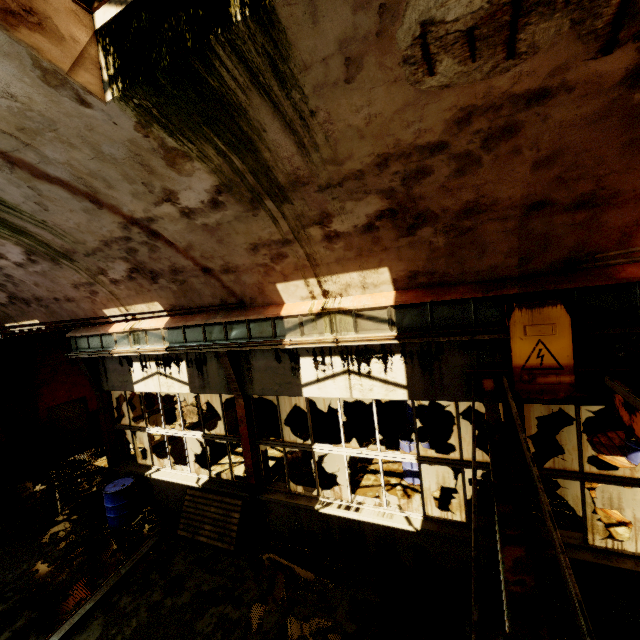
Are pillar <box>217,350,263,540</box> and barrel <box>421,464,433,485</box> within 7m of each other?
yes

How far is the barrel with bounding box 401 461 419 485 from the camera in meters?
8.1

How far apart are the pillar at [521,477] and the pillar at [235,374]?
4.8m

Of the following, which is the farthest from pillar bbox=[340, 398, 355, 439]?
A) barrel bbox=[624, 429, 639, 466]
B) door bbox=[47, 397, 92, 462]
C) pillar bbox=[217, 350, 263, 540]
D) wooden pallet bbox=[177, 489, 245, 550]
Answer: door bbox=[47, 397, 92, 462]

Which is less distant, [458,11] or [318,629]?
[458,11]

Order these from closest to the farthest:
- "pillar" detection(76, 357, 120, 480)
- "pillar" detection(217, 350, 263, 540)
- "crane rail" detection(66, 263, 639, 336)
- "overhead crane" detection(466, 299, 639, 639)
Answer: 1. "overhead crane" detection(466, 299, 639, 639)
2. "crane rail" detection(66, 263, 639, 336)
3. "pillar" detection(217, 350, 263, 540)
4. "pillar" detection(76, 357, 120, 480)

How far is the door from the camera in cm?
1210

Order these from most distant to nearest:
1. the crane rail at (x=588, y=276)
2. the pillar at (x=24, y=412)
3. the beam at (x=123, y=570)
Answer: the pillar at (x=24, y=412)
the beam at (x=123, y=570)
the crane rail at (x=588, y=276)
